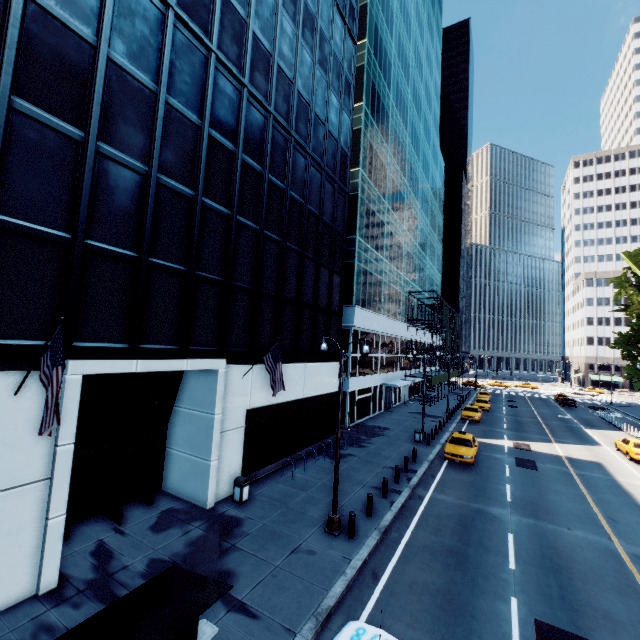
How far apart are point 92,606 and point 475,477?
18.8m

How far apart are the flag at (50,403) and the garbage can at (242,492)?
8.56m

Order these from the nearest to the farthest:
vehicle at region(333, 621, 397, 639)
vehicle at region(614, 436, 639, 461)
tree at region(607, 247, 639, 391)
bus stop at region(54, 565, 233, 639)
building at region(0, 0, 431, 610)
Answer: bus stop at region(54, 565, 233, 639), vehicle at region(333, 621, 397, 639), building at region(0, 0, 431, 610), vehicle at region(614, 436, 639, 461), tree at region(607, 247, 639, 391)

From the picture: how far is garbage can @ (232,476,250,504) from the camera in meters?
14.0

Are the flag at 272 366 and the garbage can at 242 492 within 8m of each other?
yes

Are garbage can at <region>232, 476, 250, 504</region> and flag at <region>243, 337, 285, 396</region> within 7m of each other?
yes

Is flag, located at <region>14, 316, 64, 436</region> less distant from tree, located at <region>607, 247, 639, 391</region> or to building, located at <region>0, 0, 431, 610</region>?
building, located at <region>0, 0, 431, 610</region>

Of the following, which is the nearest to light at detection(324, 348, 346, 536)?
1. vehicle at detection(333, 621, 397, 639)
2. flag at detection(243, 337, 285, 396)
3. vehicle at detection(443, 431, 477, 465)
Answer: flag at detection(243, 337, 285, 396)
